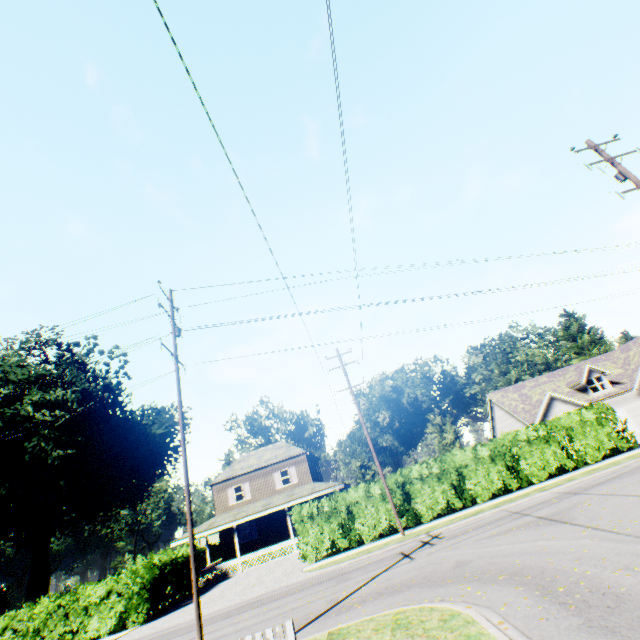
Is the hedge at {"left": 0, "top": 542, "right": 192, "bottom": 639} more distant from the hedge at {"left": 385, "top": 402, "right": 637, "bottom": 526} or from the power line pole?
the power line pole

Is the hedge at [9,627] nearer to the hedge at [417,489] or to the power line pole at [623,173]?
the hedge at [417,489]

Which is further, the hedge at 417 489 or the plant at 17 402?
the plant at 17 402

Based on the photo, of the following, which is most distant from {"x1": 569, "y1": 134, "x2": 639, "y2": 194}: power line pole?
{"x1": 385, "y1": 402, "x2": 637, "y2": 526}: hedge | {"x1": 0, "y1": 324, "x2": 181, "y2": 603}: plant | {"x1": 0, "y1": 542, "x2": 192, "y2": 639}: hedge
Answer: {"x1": 0, "y1": 324, "x2": 181, "y2": 603}: plant

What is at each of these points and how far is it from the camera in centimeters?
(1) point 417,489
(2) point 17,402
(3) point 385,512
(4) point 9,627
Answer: (1) hedge, 2009cm
(2) plant, 4022cm
(3) hedge, 1989cm
(4) hedge, 1927cm

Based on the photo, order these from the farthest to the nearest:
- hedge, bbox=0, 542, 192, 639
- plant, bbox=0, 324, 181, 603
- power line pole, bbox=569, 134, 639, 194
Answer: plant, bbox=0, 324, 181, 603, hedge, bbox=0, 542, 192, 639, power line pole, bbox=569, 134, 639, 194

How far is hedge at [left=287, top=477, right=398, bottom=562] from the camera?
19.5m
